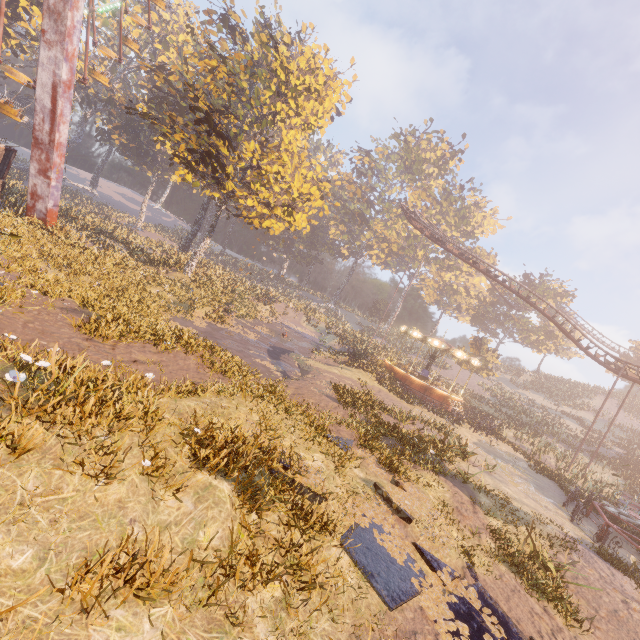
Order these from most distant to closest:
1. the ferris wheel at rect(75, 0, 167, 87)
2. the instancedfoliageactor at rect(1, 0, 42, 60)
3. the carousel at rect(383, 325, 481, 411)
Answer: the instancedfoliageactor at rect(1, 0, 42, 60) < the carousel at rect(383, 325, 481, 411) < the ferris wheel at rect(75, 0, 167, 87)

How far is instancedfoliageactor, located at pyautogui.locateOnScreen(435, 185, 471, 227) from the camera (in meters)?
57.31

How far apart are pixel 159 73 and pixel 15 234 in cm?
3083

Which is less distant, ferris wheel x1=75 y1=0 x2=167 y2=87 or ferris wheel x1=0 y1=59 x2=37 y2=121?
ferris wheel x1=0 y1=59 x2=37 y2=121

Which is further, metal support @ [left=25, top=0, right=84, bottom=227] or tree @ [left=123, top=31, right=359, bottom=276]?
tree @ [left=123, top=31, right=359, bottom=276]

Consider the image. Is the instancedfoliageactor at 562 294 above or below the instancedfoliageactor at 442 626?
above

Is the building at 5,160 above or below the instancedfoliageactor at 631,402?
below

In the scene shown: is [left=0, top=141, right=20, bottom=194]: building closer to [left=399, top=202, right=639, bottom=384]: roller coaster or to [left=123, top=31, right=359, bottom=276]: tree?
[left=123, top=31, right=359, bottom=276]: tree
